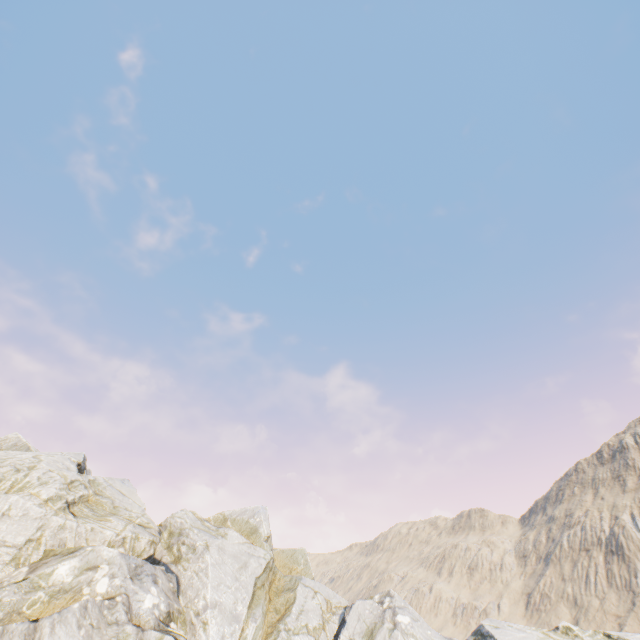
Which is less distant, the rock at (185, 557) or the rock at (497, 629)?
the rock at (185, 557)

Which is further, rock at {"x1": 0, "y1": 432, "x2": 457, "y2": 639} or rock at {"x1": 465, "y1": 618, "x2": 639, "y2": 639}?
rock at {"x1": 465, "y1": 618, "x2": 639, "y2": 639}

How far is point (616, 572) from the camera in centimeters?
5294cm
